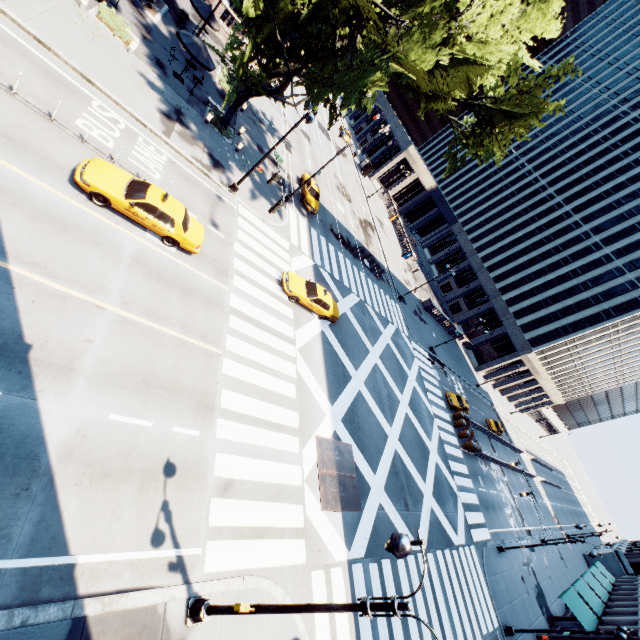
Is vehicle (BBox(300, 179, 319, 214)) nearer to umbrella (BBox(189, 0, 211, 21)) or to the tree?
the tree

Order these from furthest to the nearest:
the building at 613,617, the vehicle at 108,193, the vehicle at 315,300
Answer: the building at 613,617
the vehicle at 315,300
the vehicle at 108,193

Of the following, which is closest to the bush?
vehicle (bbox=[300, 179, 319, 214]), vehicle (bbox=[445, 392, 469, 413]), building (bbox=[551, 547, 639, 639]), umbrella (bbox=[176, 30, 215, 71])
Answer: umbrella (bbox=[176, 30, 215, 71])

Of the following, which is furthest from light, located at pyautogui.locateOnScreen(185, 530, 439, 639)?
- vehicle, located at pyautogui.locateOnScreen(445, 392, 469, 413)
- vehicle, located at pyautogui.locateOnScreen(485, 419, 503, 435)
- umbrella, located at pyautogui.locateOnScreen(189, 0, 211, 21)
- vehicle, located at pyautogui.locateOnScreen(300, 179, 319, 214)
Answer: vehicle, located at pyautogui.locateOnScreen(485, 419, 503, 435)

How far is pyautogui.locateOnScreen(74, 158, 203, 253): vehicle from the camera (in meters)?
12.52

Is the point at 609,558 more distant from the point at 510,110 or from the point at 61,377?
the point at 61,377

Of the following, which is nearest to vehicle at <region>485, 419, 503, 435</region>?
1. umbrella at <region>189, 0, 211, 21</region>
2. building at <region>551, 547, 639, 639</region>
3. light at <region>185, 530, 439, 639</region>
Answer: building at <region>551, 547, 639, 639</region>

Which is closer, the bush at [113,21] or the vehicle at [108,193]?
the vehicle at [108,193]
